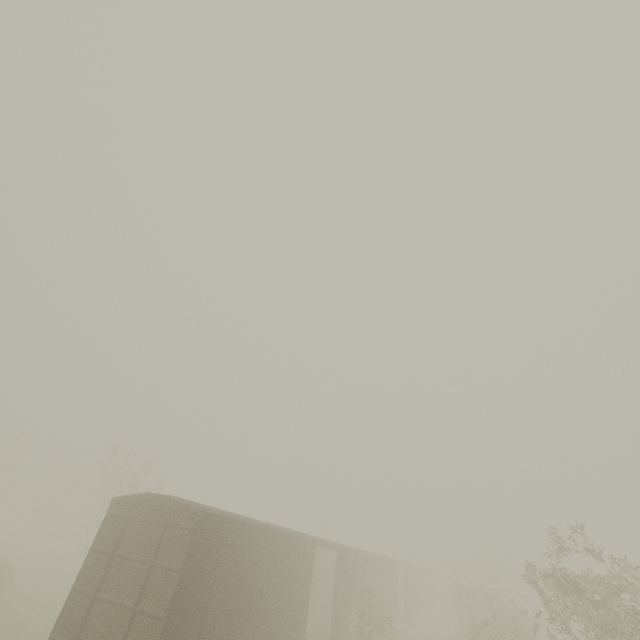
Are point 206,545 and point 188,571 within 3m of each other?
yes
